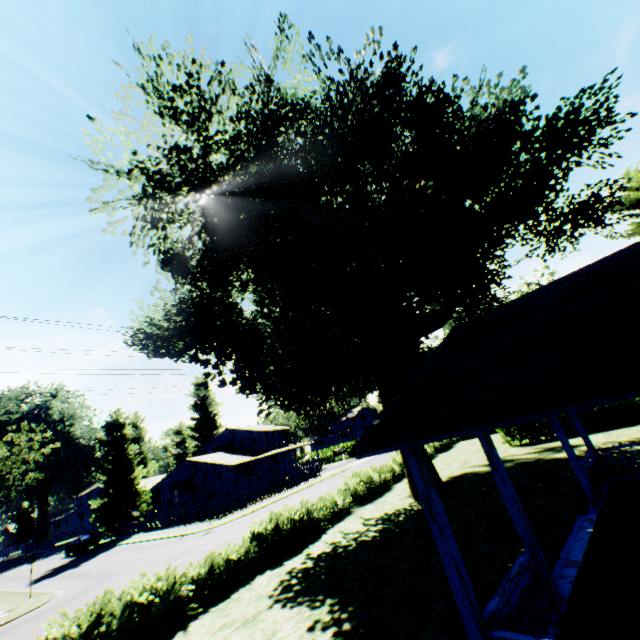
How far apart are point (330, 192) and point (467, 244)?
10.1 meters

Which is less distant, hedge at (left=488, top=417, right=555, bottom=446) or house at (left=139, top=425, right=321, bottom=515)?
hedge at (left=488, top=417, right=555, bottom=446)

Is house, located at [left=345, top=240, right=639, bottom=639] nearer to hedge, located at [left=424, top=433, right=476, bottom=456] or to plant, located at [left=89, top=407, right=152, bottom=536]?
plant, located at [left=89, top=407, right=152, bottom=536]

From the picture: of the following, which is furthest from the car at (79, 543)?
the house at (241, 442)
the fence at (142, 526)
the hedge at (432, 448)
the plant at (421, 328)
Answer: the hedge at (432, 448)

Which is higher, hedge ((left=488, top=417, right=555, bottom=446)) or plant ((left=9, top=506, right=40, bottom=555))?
plant ((left=9, top=506, right=40, bottom=555))

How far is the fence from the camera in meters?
30.5 m

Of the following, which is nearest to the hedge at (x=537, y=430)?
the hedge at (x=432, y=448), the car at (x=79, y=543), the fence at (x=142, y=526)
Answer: the hedge at (x=432, y=448)
